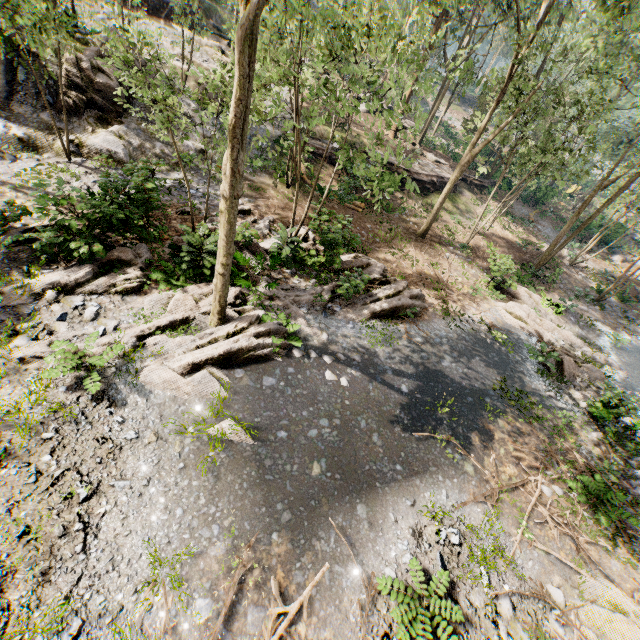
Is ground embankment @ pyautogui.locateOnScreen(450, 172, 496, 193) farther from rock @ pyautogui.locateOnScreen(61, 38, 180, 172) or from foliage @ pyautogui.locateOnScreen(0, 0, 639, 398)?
rock @ pyautogui.locateOnScreen(61, 38, 180, 172)

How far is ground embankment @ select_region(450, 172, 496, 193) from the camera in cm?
2816

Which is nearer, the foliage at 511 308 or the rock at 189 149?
the foliage at 511 308

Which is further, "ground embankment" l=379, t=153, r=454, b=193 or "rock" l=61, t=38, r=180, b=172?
"ground embankment" l=379, t=153, r=454, b=193

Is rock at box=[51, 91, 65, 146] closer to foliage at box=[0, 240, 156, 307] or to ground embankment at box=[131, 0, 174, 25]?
foliage at box=[0, 240, 156, 307]

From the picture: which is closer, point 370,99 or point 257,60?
point 257,60

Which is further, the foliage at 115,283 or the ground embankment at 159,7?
the ground embankment at 159,7

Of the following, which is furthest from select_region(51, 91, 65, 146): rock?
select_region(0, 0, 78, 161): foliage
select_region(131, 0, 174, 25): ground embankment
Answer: select_region(131, 0, 174, 25): ground embankment
